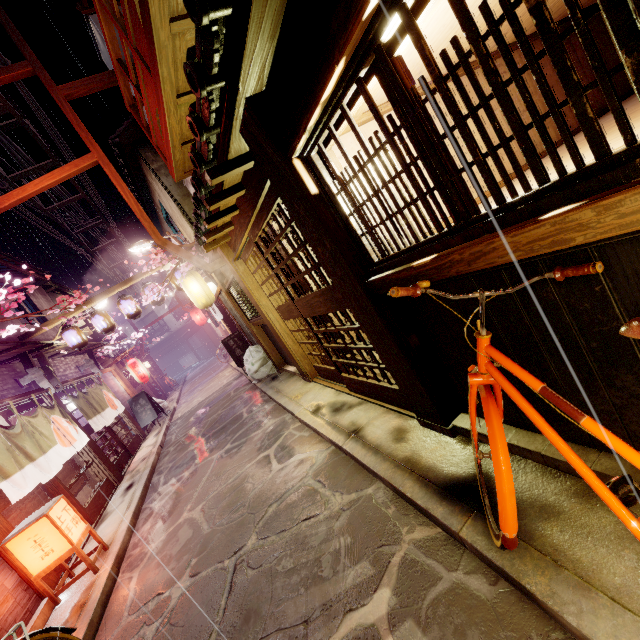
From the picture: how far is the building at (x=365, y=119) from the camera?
5.15m

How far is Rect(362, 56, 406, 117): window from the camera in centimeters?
303cm

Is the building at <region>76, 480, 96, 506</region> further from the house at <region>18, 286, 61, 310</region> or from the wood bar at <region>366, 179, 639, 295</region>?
the wood bar at <region>366, 179, 639, 295</region>

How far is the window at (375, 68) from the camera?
3.0 meters

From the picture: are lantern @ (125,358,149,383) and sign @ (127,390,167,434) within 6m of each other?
yes

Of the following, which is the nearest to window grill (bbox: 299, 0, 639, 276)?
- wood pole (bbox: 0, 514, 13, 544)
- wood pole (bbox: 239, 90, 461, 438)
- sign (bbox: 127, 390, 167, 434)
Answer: wood pole (bbox: 239, 90, 461, 438)

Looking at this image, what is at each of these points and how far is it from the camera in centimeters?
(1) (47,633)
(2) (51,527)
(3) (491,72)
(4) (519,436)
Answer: (1) bicycle, 501cm
(2) light, 786cm
(3) window grill, 223cm
(4) foundation, 420cm

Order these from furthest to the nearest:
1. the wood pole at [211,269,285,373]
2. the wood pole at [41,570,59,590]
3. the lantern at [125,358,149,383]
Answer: the lantern at [125,358,149,383] < the wood pole at [211,269,285,373] < the wood pole at [41,570,59,590]
